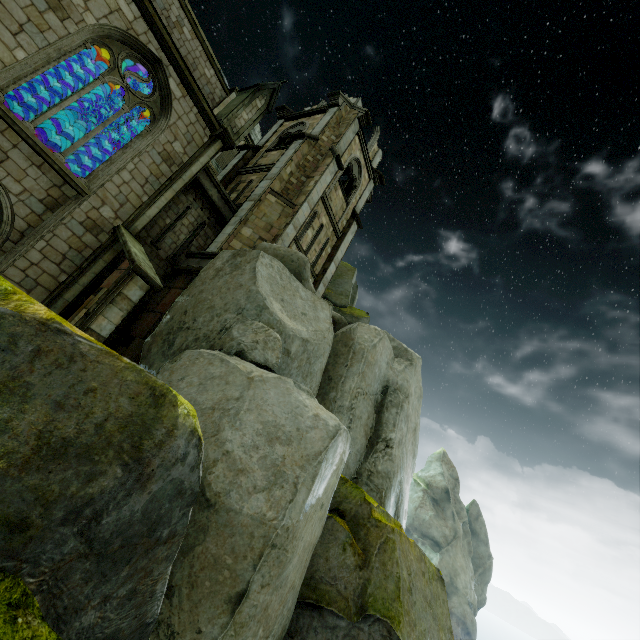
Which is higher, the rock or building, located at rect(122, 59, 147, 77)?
building, located at rect(122, 59, 147, 77)

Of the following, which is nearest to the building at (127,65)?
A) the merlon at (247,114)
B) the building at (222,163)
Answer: the merlon at (247,114)

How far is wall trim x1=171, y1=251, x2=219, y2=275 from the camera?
12.6 meters

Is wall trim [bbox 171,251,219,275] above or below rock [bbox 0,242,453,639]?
above

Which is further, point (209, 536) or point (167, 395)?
point (209, 536)

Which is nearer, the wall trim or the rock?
the rock

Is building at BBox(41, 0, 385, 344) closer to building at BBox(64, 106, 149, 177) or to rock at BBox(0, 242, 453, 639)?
rock at BBox(0, 242, 453, 639)

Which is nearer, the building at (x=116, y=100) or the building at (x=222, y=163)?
the building at (x=222, y=163)
